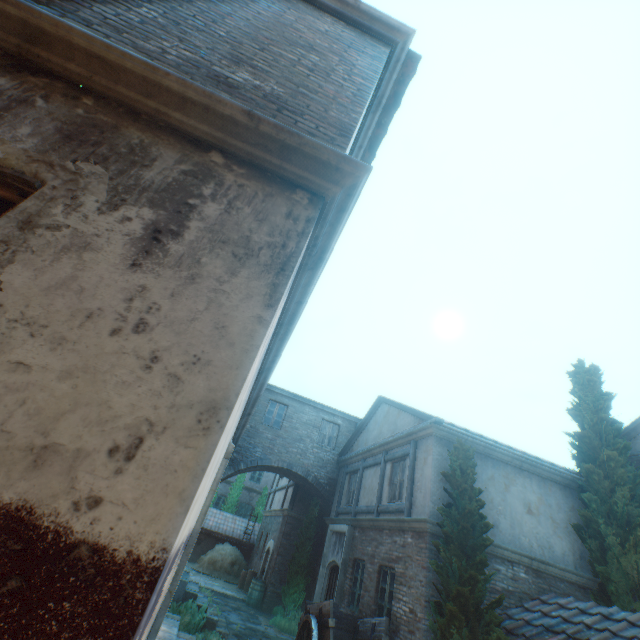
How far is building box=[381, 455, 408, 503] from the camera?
10.2 meters

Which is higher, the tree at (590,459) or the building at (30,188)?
the tree at (590,459)

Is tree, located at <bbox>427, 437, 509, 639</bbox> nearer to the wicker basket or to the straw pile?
the wicker basket

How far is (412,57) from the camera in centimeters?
508cm

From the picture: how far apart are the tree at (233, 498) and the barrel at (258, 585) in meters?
10.4 m

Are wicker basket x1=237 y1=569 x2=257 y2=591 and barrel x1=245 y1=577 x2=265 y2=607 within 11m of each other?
yes

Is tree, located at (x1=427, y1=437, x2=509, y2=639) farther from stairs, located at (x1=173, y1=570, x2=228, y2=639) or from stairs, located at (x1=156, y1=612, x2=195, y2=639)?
stairs, located at (x1=173, y1=570, x2=228, y2=639)
